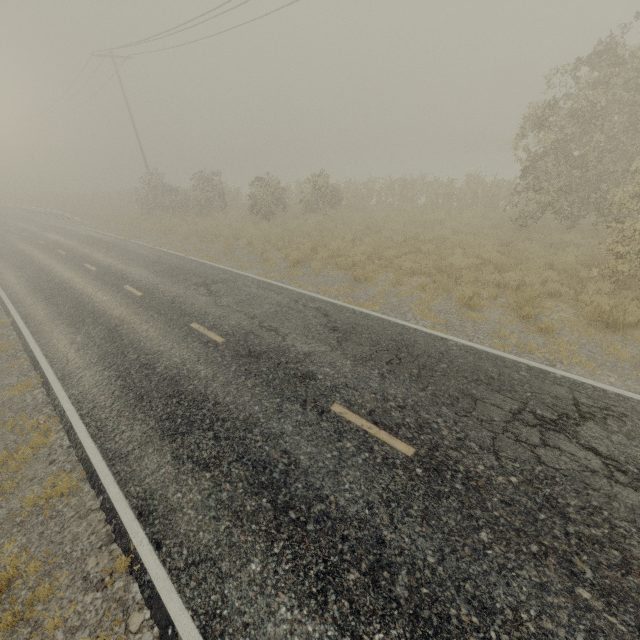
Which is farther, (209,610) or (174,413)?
(174,413)
